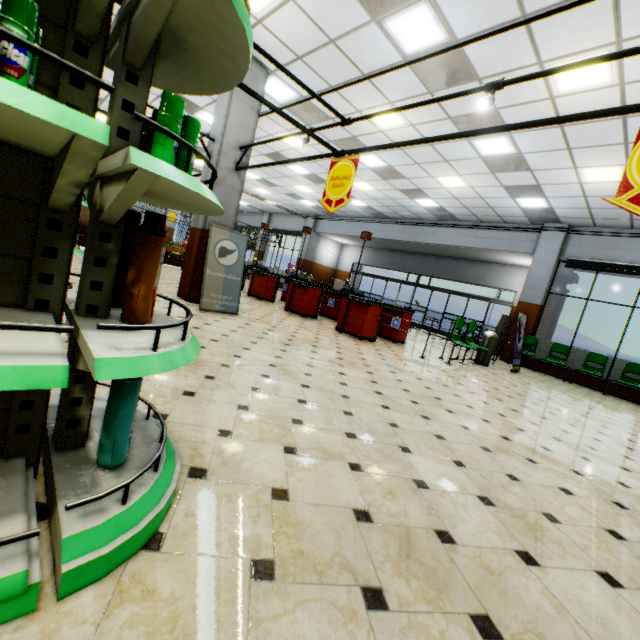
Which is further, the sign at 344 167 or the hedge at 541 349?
the hedge at 541 349

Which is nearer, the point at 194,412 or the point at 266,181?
the point at 194,412

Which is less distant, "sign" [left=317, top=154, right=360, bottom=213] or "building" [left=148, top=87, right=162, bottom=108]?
"sign" [left=317, top=154, right=360, bottom=213]

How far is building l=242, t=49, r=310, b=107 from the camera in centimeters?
635cm

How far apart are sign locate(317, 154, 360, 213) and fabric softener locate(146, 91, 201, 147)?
3.2 meters

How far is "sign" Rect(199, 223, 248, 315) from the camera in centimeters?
618cm

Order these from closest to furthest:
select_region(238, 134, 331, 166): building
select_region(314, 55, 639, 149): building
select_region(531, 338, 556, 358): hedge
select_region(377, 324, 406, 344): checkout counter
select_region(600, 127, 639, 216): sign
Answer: select_region(600, 127, 639, 216): sign → select_region(314, 55, 639, 149): building → select_region(377, 324, 406, 344): checkout counter → select_region(238, 134, 331, 166): building → select_region(531, 338, 556, 358): hedge

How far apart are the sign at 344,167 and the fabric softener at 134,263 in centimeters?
→ 332cm
